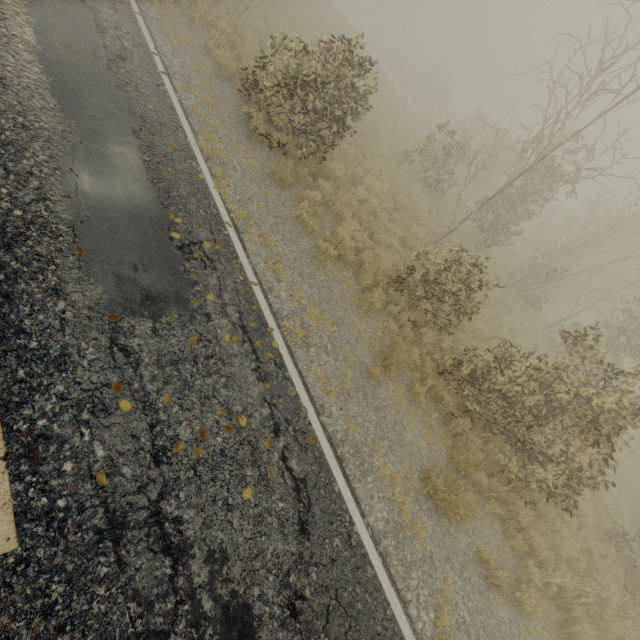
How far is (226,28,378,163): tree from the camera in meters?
7.7

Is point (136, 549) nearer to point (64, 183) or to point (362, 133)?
point (64, 183)

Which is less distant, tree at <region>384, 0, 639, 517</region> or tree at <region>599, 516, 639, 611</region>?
tree at <region>384, 0, 639, 517</region>

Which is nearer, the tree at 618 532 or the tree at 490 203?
the tree at 490 203

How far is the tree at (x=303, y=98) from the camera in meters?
7.7 m

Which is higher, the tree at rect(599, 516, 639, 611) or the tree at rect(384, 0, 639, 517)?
the tree at rect(384, 0, 639, 517)
